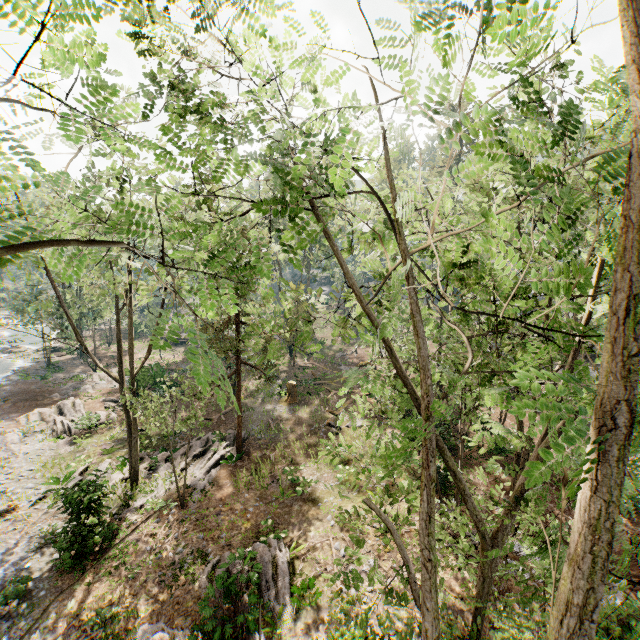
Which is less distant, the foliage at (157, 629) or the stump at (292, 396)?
the foliage at (157, 629)

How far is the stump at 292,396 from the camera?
27.29m

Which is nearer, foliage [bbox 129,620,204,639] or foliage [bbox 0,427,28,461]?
foliage [bbox 129,620,204,639]

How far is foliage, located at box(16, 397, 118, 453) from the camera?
21.62m

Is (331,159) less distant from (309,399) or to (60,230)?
(60,230)

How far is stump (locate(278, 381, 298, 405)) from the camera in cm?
2729

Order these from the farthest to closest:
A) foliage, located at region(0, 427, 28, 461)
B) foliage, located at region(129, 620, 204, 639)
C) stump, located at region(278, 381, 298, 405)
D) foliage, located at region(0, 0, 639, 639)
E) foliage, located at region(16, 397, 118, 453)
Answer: stump, located at region(278, 381, 298, 405) < foliage, located at region(16, 397, 118, 453) < foliage, located at region(0, 427, 28, 461) < foliage, located at region(129, 620, 204, 639) < foliage, located at region(0, 0, 639, 639)
